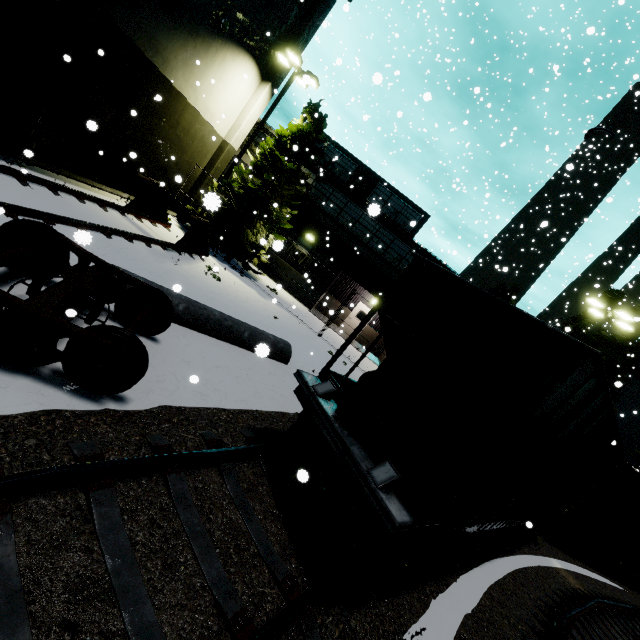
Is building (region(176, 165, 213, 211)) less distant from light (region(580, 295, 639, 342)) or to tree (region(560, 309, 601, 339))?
light (region(580, 295, 639, 342))

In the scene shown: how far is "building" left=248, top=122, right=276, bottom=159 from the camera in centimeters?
2078cm

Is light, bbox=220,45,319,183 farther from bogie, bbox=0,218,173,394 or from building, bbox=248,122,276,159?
bogie, bbox=0,218,173,394

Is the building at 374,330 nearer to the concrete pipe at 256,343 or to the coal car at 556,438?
the coal car at 556,438

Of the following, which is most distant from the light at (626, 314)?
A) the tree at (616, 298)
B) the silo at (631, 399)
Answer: the tree at (616, 298)

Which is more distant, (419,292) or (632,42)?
(632,42)

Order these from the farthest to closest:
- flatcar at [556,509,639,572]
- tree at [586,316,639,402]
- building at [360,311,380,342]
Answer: building at [360,311,380,342], tree at [586,316,639,402], flatcar at [556,509,639,572]

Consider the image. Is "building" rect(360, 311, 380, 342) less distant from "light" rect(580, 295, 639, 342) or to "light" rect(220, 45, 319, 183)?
"light" rect(220, 45, 319, 183)
